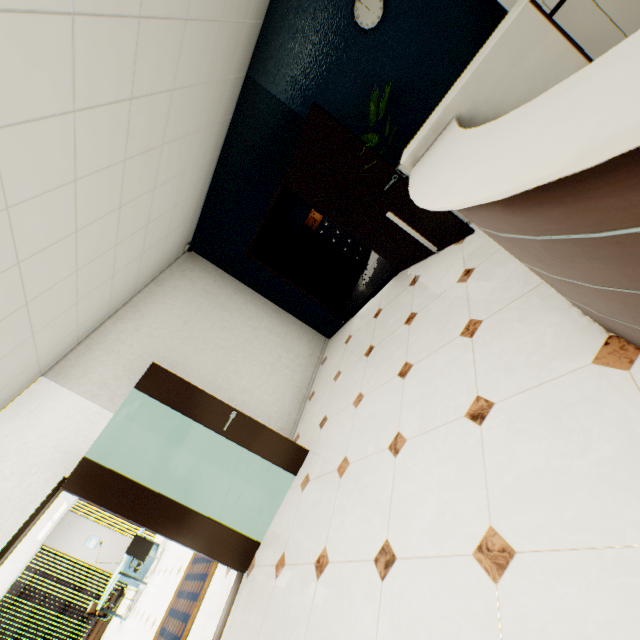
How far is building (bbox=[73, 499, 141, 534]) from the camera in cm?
5262

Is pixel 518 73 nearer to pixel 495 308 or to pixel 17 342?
pixel 495 308

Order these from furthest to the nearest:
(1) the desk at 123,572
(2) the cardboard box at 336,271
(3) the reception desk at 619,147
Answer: (1) the desk at 123,572
(2) the cardboard box at 336,271
(3) the reception desk at 619,147

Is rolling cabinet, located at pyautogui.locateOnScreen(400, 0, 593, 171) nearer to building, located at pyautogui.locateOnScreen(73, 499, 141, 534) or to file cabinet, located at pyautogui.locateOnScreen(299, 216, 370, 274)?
file cabinet, located at pyautogui.locateOnScreen(299, 216, 370, 274)

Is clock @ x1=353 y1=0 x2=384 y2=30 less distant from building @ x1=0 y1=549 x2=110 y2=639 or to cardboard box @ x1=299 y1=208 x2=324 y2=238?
cardboard box @ x1=299 y1=208 x2=324 y2=238

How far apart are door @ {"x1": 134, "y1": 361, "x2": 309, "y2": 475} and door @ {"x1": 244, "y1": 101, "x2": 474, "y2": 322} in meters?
2.4 m

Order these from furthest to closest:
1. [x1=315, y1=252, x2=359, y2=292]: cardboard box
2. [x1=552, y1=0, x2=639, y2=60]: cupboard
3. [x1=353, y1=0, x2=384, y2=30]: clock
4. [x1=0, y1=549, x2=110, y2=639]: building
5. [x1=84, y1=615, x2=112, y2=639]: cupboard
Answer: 1. [x1=0, y1=549, x2=110, y2=639]: building
2. [x1=84, y1=615, x2=112, y2=639]: cupboard
3. [x1=315, y1=252, x2=359, y2=292]: cardboard box
4. [x1=353, y1=0, x2=384, y2=30]: clock
5. [x1=552, y1=0, x2=639, y2=60]: cupboard

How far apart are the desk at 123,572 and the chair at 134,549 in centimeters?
11cm
